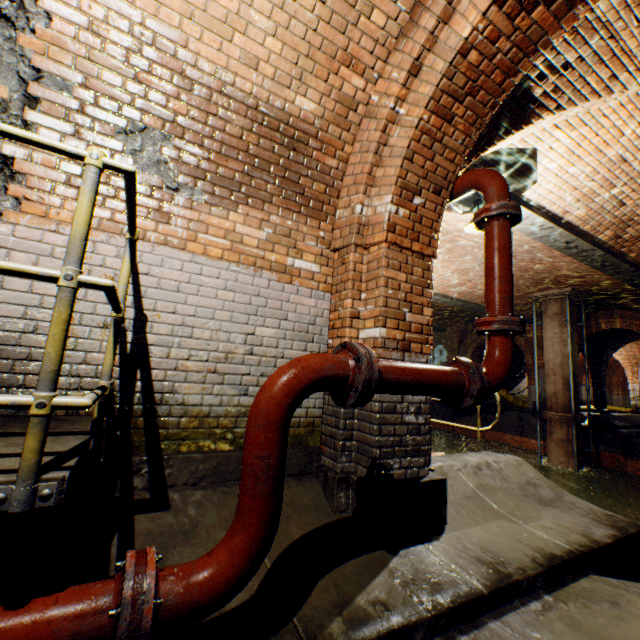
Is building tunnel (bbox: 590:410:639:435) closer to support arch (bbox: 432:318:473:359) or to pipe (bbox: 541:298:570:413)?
support arch (bbox: 432:318:473:359)

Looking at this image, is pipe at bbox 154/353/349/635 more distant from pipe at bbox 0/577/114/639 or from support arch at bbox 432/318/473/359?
support arch at bbox 432/318/473/359

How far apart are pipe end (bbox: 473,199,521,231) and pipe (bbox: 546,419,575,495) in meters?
10.8

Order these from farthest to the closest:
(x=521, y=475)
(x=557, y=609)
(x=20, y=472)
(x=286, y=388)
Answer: (x=521, y=475), (x=557, y=609), (x=286, y=388), (x=20, y=472)

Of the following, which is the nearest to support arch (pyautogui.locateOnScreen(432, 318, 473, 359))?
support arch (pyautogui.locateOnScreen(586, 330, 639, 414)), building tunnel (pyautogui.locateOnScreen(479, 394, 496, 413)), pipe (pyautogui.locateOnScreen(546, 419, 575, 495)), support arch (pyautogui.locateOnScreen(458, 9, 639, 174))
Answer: building tunnel (pyautogui.locateOnScreen(479, 394, 496, 413))

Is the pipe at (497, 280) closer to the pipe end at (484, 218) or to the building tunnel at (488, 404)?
the pipe end at (484, 218)

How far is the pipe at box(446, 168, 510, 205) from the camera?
2.84m

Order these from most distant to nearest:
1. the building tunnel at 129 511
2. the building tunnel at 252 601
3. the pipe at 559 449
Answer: the pipe at 559 449, the building tunnel at 129 511, the building tunnel at 252 601
